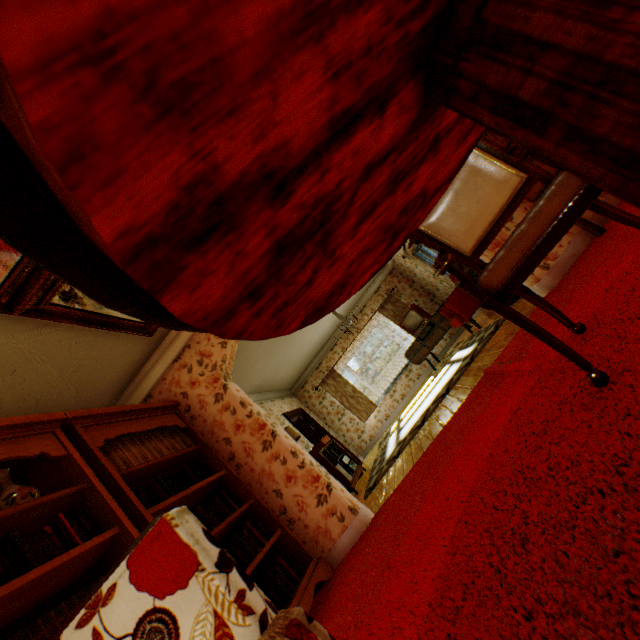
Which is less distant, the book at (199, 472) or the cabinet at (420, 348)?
the book at (199, 472)

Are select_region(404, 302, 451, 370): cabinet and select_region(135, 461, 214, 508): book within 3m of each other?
no

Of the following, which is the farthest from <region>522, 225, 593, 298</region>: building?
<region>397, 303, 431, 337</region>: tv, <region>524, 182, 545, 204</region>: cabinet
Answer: <region>397, 303, 431, 337</region>: tv

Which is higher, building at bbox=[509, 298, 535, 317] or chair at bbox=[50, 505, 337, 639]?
chair at bbox=[50, 505, 337, 639]

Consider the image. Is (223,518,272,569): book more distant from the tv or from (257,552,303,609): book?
the tv

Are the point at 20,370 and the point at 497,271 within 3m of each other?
no

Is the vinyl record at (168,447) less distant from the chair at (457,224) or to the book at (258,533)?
the book at (258,533)

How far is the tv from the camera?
9.0m
